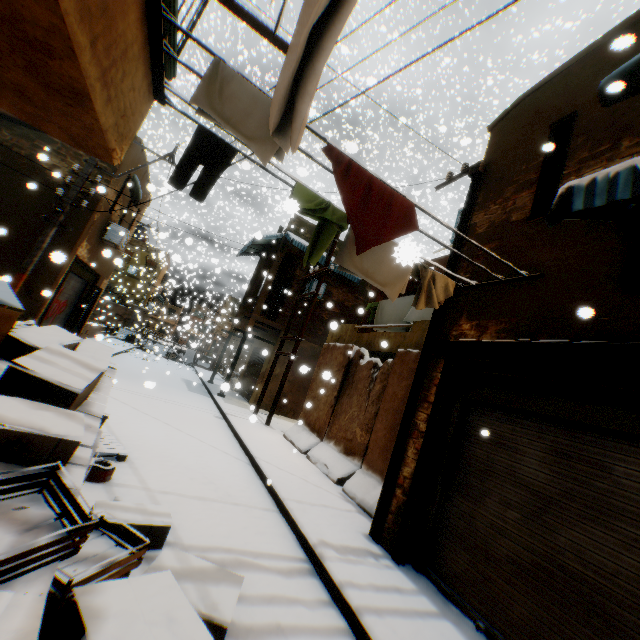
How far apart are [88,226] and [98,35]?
11.59m

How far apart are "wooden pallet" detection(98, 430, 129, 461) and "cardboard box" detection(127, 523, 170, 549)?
1.4 meters

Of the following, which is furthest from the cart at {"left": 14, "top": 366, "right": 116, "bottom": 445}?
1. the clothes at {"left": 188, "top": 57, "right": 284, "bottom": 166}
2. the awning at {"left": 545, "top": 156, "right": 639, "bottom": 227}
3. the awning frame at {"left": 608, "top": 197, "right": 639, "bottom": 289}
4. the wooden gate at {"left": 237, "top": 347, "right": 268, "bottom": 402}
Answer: the wooden gate at {"left": 237, "top": 347, "right": 268, "bottom": 402}

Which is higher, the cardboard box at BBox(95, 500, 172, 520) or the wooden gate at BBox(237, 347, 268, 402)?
the wooden gate at BBox(237, 347, 268, 402)

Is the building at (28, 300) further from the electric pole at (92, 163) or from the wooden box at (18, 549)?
the wooden box at (18, 549)

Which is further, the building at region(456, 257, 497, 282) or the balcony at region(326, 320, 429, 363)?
the balcony at region(326, 320, 429, 363)

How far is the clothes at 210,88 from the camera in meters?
2.7

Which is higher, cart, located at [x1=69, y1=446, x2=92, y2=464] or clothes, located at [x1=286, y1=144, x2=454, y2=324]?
clothes, located at [x1=286, y1=144, x2=454, y2=324]
